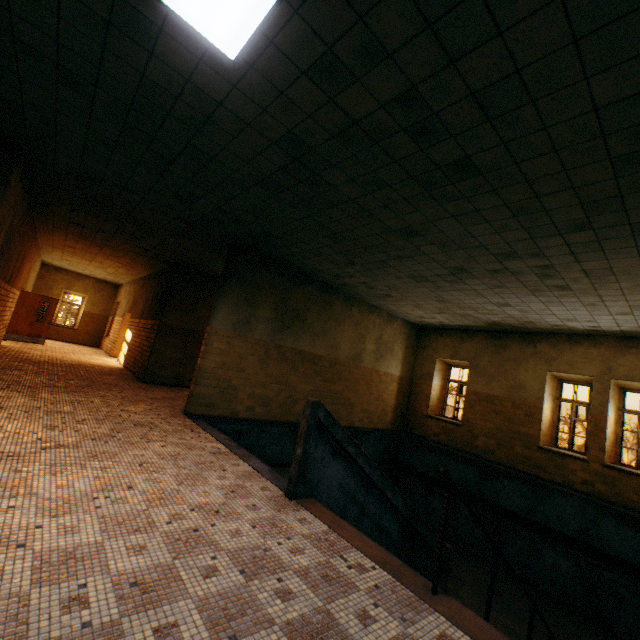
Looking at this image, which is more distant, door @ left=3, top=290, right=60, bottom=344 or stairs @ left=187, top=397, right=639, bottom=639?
door @ left=3, top=290, right=60, bottom=344

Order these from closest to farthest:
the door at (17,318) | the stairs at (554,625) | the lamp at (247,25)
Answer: the lamp at (247,25) < the stairs at (554,625) < the door at (17,318)

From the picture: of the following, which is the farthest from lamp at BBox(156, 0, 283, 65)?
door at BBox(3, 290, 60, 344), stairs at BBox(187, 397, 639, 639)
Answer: door at BBox(3, 290, 60, 344)

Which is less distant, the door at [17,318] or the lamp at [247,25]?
the lamp at [247,25]

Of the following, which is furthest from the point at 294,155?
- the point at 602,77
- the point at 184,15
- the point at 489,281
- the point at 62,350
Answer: the point at 62,350

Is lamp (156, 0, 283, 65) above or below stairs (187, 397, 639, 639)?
above

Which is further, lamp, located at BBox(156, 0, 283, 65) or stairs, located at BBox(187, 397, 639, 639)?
stairs, located at BBox(187, 397, 639, 639)

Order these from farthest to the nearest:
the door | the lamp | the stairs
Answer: the door
the stairs
the lamp
